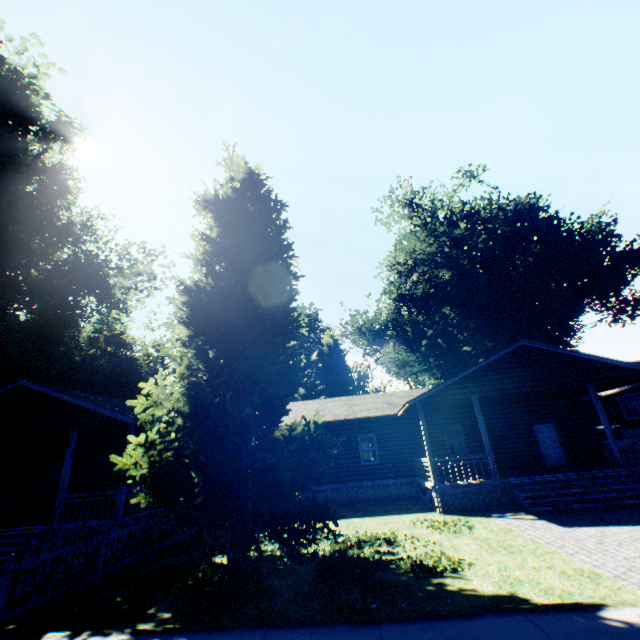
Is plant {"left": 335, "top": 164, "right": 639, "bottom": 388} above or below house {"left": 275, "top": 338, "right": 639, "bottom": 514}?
above

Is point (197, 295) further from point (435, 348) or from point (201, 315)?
point (435, 348)

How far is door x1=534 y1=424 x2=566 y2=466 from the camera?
17.55m

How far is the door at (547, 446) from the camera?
17.5m

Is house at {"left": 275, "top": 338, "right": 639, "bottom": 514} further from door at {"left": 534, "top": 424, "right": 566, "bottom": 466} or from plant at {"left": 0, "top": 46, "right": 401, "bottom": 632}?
plant at {"left": 0, "top": 46, "right": 401, "bottom": 632}

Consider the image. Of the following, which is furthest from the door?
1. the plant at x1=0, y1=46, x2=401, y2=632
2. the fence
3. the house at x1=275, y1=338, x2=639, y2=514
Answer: the fence

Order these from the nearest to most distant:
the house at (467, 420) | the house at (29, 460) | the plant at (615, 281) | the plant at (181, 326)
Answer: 1. the plant at (181, 326)
2. the house at (29, 460)
3. the house at (467, 420)
4. the plant at (615, 281)

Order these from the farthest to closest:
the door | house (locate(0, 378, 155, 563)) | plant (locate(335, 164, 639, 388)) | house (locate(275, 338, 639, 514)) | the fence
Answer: plant (locate(335, 164, 639, 388)) → the door → house (locate(275, 338, 639, 514)) → house (locate(0, 378, 155, 563)) → the fence
